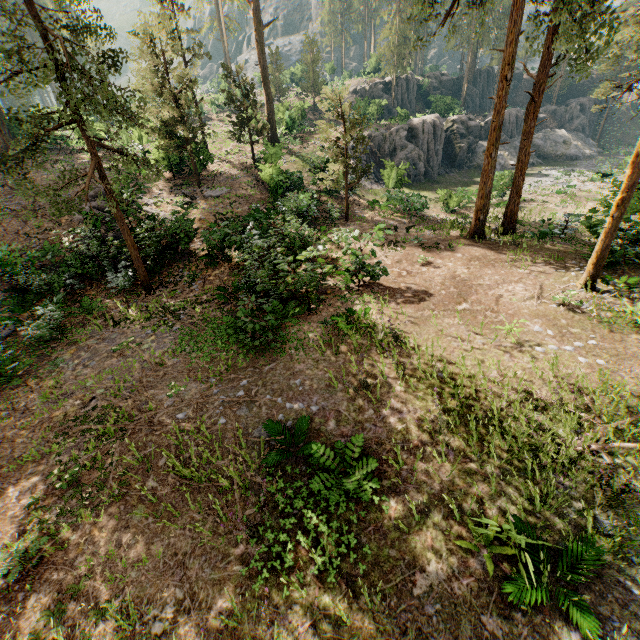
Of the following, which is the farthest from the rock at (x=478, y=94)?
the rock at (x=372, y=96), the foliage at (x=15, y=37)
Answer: the rock at (x=372, y=96)

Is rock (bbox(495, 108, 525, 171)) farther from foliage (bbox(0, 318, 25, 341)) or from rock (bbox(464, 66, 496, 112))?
rock (bbox(464, 66, 496, 112))

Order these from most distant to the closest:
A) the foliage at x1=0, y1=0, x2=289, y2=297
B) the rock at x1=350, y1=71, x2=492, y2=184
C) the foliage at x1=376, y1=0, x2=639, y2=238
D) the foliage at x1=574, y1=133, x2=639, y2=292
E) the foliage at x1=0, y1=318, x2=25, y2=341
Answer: the rock at x1=350, y1=71, x2=492, y2=184 → the foliage at x1=376, y1=0, x2=639, y2=238 → the foliage at x1=0, y1=318, x2=25, y2=341 → the foliage at x1=574, y1=133, x2=639, y2=292 → the foliage at x1=0, y1=0, x2=289, y2=297

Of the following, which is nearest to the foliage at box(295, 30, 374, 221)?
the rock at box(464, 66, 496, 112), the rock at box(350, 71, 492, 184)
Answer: the rock at box(464, 66, 496, 112)

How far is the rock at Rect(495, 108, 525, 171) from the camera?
41.8 meters

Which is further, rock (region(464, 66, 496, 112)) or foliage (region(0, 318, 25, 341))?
rock (region(464, 66, 496, 112))

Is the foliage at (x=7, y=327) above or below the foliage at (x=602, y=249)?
below

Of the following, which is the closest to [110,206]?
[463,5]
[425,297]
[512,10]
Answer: [425,297]
